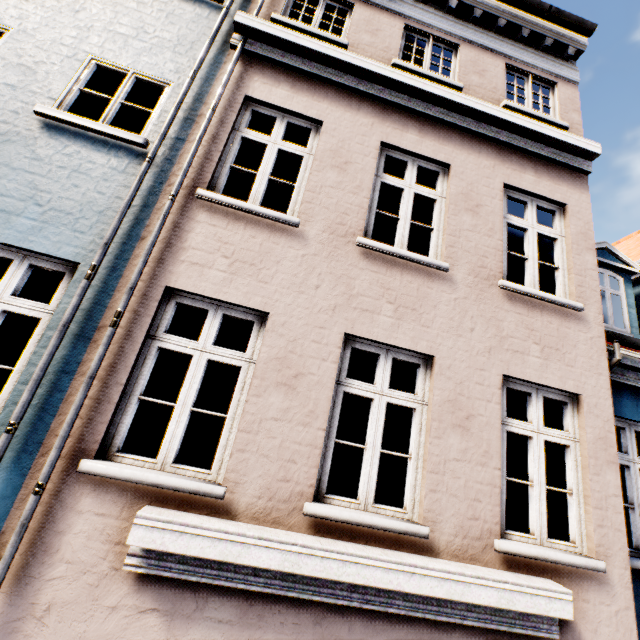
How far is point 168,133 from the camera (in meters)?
4.00
